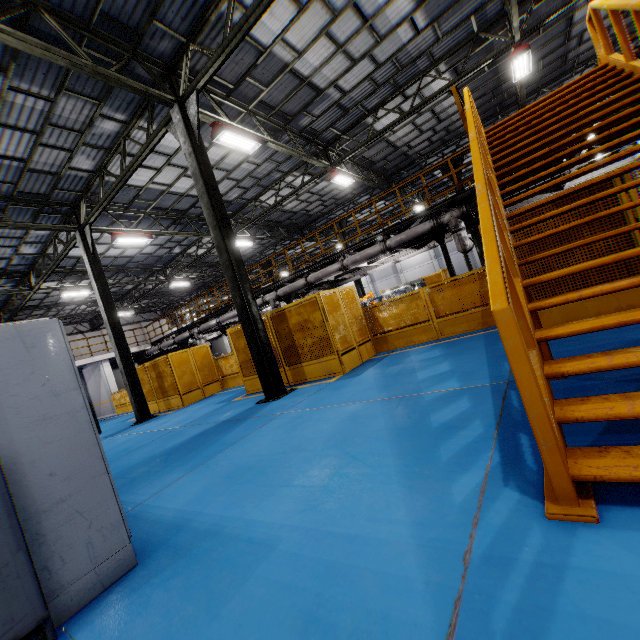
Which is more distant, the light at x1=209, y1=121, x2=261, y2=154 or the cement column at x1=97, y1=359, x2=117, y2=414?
the cement column at x1=97, y1=359, x2=117, y2=414

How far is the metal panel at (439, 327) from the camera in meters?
8.3 m

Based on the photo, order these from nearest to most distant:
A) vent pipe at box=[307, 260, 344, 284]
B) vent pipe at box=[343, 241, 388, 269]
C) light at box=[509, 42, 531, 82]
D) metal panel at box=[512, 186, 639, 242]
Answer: metal panel at box=[512, 186, 639, 242] < light at box=[509, 42, 531, 82] < vent pipe at box=[343, 241, 388, 269] < vent pipe at box=[307, 260, 344, 284]

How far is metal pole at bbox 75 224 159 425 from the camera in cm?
1258

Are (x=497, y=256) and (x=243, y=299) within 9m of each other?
yes

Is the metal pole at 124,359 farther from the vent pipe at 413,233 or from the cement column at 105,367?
the cement column at 105,367

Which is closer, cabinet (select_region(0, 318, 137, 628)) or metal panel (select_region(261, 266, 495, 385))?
cabinet (select_region(0, 318, 137, 628))

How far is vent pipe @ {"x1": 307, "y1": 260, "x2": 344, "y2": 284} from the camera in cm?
1356
